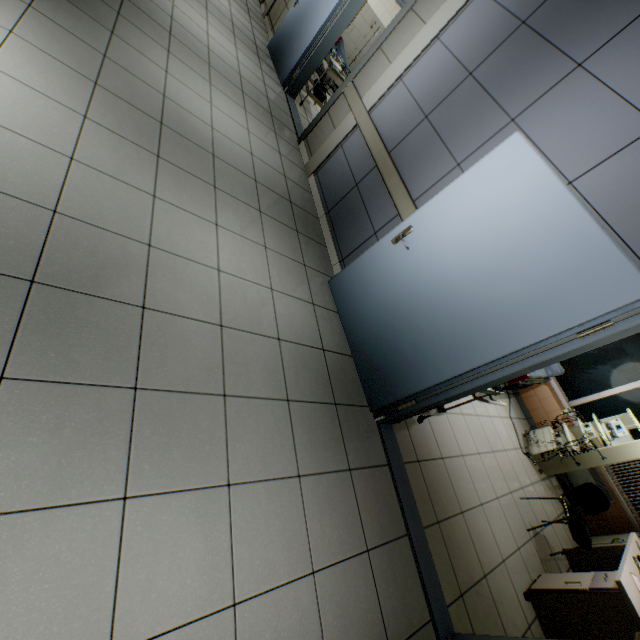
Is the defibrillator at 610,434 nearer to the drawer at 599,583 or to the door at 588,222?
the drawer at 599,583

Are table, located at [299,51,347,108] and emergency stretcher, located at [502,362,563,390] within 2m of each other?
no

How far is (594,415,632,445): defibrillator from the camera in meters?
4.6

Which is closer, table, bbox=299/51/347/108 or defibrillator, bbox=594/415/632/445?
defibrillator, bbox=594/415/632/445

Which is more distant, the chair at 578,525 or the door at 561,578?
the chair at 578,525

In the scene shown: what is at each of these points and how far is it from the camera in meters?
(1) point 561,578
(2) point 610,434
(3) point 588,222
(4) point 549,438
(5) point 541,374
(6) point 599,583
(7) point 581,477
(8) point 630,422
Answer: (1) door, 3.2
(2) defibrillator, 4.7
(3) door, 2.0
(4) health monitor, 5.2
(5) emergency stretcher, 5.1
(6) drawer, 2.9
(7) radiator, 5.4
(8) health monitor, 4.9

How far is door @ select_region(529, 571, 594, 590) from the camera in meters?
2.9 m

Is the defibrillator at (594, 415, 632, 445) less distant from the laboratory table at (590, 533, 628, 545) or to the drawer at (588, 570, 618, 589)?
the laboratory table at (590, 533, 628, 545)
